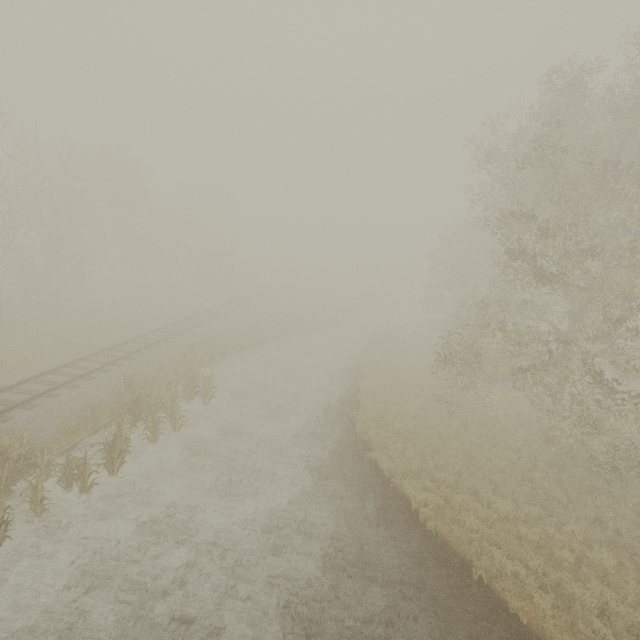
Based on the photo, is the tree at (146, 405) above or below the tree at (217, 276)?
below

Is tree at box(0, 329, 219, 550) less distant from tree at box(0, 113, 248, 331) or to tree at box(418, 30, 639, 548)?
tree at box(418, 30, 639, 548)

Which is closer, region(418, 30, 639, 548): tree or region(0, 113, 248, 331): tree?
region(418, 30, 639, 548): tree

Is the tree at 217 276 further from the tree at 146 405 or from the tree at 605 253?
the tree at 146 405

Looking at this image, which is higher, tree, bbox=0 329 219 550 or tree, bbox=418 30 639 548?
tree, bbox=418 30 639 548

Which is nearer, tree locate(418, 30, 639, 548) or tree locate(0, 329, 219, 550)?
tree locate(0, 329, 219, 550)

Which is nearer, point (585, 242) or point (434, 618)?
point (434, 618)
